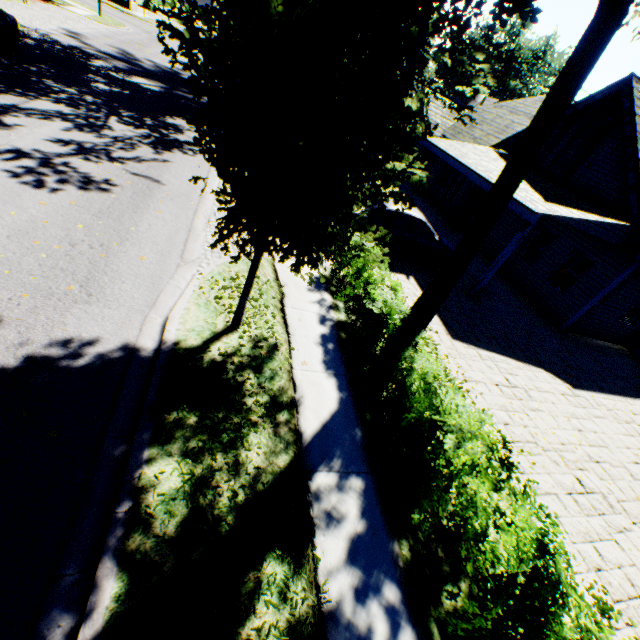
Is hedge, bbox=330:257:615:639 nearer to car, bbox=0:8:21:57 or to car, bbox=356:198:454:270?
car, bbox=356:198:454:270

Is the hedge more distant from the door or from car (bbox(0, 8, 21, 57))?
car (bbox(0, 8, 21, 57))

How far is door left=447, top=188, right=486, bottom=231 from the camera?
16.9 meters

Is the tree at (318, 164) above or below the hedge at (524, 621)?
above

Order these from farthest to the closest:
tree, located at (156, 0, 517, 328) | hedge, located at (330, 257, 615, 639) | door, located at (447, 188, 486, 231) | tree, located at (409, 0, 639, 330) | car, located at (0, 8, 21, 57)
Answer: door, located at (447, 188, 486, 231), car, located at (0, 8, 21, 57), tree, located at (409, 0, 639, 330), hedge, located at (330, 257, 615, 639), tree, located at (156, 0, 517, 328)

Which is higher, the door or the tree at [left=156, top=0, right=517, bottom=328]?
the tree at [left=156, top=0, right=517, bottom=328]

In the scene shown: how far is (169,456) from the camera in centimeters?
382cm

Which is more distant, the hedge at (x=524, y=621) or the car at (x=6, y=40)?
the car at (x=6, y=40)
